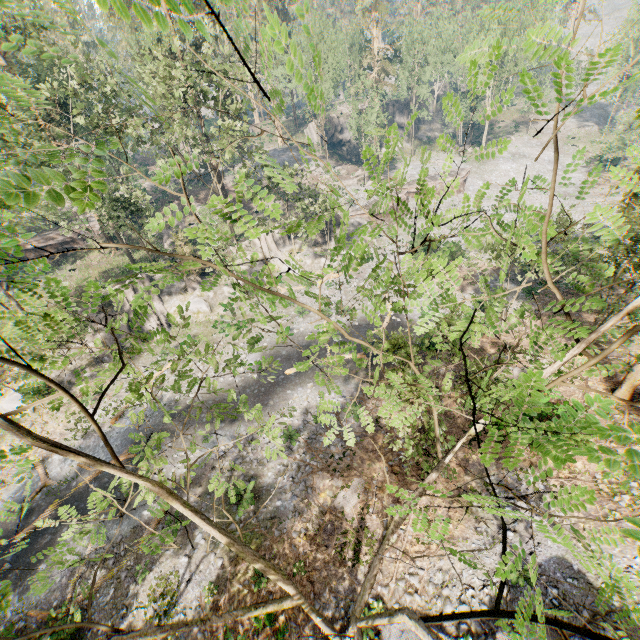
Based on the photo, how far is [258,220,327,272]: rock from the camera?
36.6m

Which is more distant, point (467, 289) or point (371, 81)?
point (371, 81)

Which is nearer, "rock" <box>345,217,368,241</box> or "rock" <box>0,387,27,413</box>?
"rock" <box>0,387,27,413</box>

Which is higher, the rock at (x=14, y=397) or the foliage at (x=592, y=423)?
the foliage at (x=592, y=423)

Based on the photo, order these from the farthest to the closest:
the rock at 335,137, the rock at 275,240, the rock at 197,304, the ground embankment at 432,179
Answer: the rock at 335,137, the ground embankment at 432,179, the rock at 275,240, the rock at 197,304

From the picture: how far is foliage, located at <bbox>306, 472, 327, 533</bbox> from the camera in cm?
1620

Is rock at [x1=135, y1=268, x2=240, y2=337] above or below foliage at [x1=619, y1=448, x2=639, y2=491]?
below

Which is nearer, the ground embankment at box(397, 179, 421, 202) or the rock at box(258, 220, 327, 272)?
the rock at box(258, 220, 327, 272)
